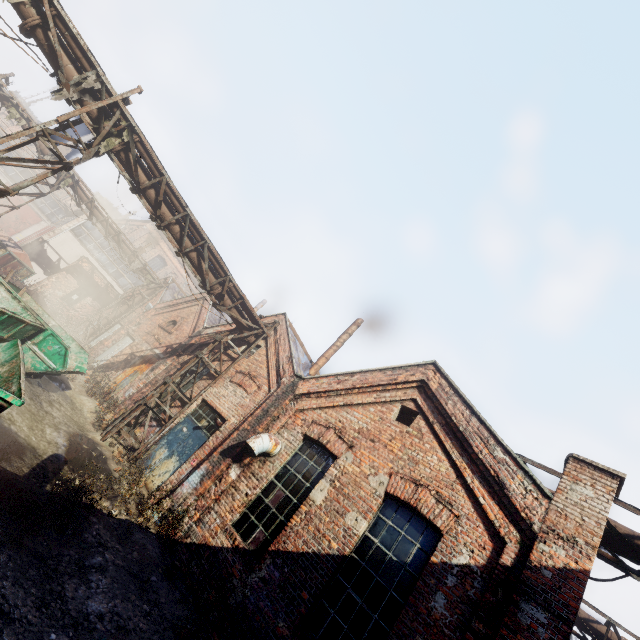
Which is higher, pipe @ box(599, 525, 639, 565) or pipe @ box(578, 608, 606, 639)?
pipe @ box(578, 608, 606, 639)

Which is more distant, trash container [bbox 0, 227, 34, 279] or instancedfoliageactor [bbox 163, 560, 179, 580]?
trash container [bbox 0, 227, 34, 279]

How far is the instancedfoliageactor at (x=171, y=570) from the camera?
6.19m

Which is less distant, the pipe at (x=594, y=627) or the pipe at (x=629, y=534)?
the pipe at (x=629, y=534)

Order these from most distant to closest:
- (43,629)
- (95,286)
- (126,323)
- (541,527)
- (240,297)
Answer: (95,286)
(126,323)
(240,297)
(541,527)
(43,629)

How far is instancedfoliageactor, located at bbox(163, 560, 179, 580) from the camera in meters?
6.2

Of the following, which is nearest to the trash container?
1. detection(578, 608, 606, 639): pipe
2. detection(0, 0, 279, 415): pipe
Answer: detection(0, 0, 279, 415): pipe

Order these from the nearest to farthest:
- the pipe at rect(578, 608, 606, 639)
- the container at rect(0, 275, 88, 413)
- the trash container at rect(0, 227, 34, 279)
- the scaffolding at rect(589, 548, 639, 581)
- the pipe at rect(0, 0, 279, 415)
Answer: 1. the container at rect(0, 275, 88, 413)
2. the scaffolding at rect(589, 548, 639, 581)
3. the pipe at rect(0, 0, 279, 415)
4. the pipe at rect(578, 608, 606, 639)
5. the trash container at rect(0, 227, 34, 279)
